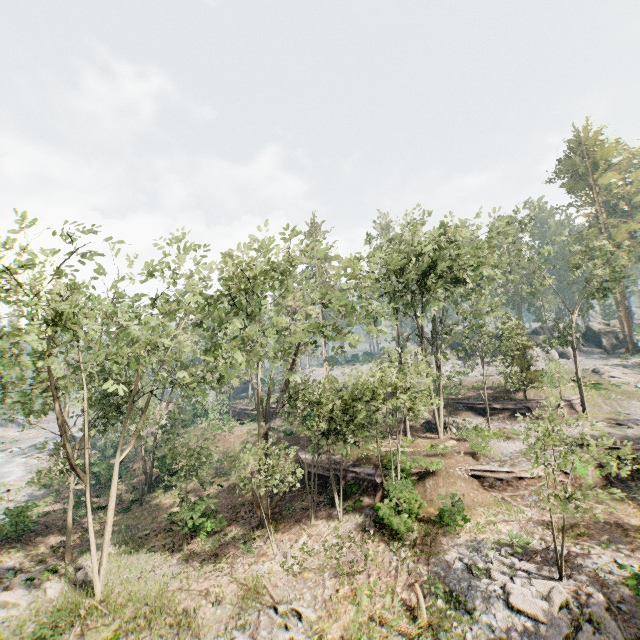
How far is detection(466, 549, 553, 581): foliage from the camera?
13.6 meters

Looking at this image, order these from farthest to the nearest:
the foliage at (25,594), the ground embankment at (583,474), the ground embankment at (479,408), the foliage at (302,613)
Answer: the ground embankment at (479,408) < the ground embankment at (583,474) < the foliage at (25,594) < the foliage at (302,613)

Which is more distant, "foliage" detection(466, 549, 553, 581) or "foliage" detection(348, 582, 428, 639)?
"foliage" detection(466, 549, 553, 581)

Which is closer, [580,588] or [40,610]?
[580,588]

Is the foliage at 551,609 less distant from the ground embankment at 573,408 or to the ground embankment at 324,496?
the ground embankment at 573,408

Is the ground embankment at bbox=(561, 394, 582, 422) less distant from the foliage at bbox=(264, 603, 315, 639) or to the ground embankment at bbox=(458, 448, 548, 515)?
the foliage at bbox=(264, 603, 315, 639)

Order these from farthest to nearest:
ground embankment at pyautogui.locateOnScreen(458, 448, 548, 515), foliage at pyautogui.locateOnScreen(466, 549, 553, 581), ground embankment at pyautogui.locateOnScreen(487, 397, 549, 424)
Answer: ground embankment at pyautogui.locateOnScreen(487, 397, 549, 424)
ground embankment at pyautogui.locateOnScreen(458, 448, 548, 515)
foliage at pyautogui.locateOnScreen(466, 549, 553, 581)

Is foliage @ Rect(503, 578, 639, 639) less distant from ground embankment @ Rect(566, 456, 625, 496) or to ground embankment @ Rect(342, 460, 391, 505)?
ground embankment @ Rect(566, 456, 625, 496)
